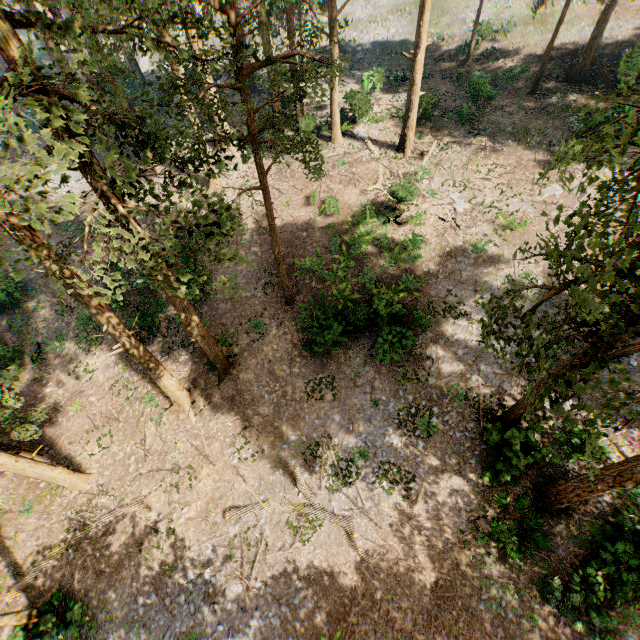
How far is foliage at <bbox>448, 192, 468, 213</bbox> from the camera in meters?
21.8

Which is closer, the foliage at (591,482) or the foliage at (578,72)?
the foliage at (591,482)

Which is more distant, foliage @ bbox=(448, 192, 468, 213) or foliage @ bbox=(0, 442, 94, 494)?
foliage @ bbox=(448, 192, 468, 213)

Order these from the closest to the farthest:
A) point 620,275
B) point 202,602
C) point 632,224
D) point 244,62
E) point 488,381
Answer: point 620,275 < point 244,62 < point 632,224 < point 202,602 < point 488,381

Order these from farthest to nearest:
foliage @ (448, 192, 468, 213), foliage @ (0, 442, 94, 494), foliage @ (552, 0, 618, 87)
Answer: foliage @ (552, 0, 618, 87)
foliage @ (448, 192, 468, 213)
foliage @ (0, 442, 94, 494)

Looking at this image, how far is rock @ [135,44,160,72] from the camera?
47.66m

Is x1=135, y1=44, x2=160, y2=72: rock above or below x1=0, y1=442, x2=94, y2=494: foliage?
above

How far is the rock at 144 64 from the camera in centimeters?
4766cm
